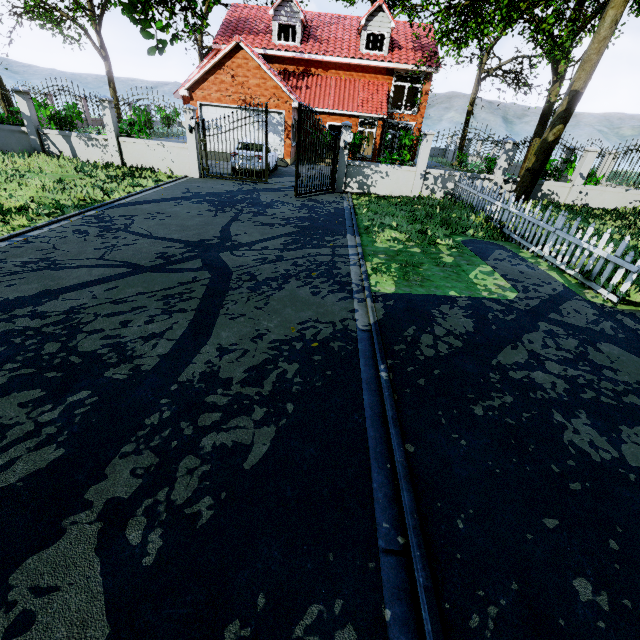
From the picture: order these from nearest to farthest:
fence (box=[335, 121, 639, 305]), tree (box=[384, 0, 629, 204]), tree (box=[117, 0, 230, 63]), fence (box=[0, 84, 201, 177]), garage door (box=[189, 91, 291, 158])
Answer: tree (box=[117, 0, 230, 63])
fence (box=[335, 121, 639, 305])
tree (box=[384, 0, 629, 204])
fence (box=[0, 84, 201, 177])
garage door (box=[189, 91, 291, 158])

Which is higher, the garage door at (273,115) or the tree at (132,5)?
the tree at (132,5)

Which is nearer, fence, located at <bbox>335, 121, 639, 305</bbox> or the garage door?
fence, located at <bbox>335, 121, 639, 305</bbox>

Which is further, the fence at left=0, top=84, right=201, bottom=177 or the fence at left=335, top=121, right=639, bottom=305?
the fence at left=0, top=84, right=201, bottom=177

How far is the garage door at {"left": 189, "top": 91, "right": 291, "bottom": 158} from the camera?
18.7 meters

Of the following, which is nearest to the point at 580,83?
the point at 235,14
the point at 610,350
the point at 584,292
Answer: the point at 584,292

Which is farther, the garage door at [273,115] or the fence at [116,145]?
the garage door at [273,115]

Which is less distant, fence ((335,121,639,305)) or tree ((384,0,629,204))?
fence ((335,121,639,305))
